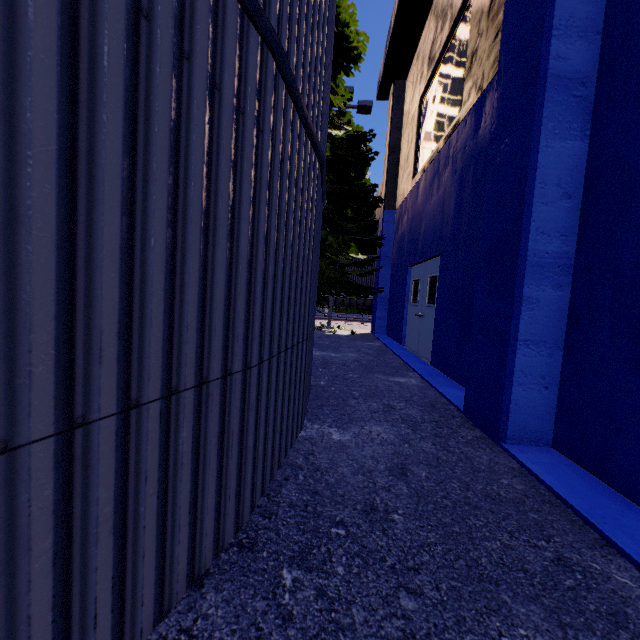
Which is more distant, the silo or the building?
the building

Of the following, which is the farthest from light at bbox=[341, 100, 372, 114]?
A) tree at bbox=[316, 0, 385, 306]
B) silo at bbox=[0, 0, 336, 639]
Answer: silo at bbox=[0, 0, 336, 639]

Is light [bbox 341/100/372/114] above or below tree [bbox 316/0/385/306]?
above

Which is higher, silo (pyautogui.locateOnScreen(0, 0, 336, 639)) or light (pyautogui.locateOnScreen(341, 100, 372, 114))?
light (pyautogui.locateOnScreen(341, 100, 372, 114))

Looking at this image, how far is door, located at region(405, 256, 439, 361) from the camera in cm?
767

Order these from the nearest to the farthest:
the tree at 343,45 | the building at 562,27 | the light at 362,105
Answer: the building at 562,27 → the tree at 343,45 → the light at 362,105

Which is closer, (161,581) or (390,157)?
(161,581)

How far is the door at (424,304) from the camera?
7.7m
